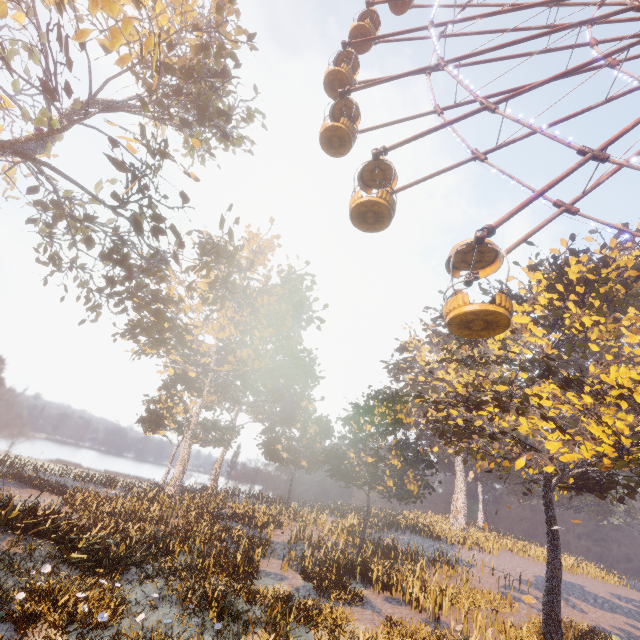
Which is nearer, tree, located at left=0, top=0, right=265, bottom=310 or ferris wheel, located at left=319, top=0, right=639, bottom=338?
ferris wheel, located at left=319, top=0, right=639, bottom=338

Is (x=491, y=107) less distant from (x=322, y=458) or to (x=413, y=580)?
(x=413, y=580)

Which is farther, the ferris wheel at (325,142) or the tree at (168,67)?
the tree at (168,67)
